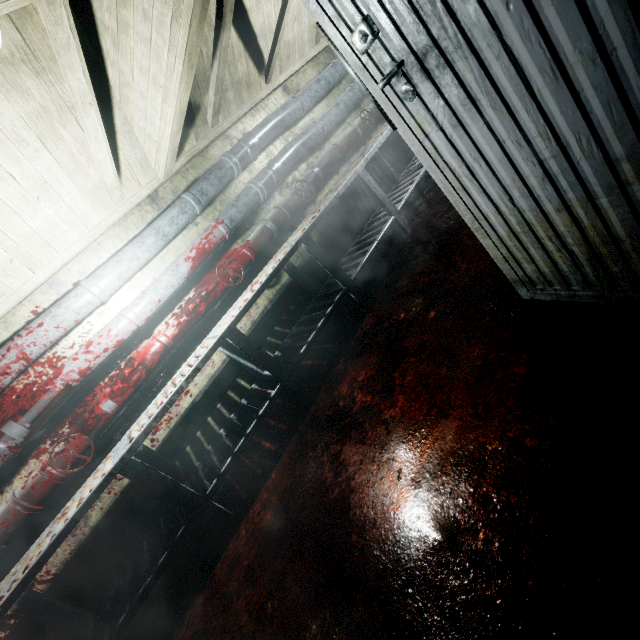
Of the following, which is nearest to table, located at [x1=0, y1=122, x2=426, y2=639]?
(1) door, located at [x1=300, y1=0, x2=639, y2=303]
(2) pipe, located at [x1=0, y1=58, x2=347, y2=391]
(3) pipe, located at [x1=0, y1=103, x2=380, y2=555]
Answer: (3) pipe, located at [x1=0, y1=103, x2=380, y2=555]

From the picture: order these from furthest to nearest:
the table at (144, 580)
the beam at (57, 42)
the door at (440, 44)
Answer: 1. the table at (144, 580)
2. the beam at (57, 42)
3. the door at (440, 44)

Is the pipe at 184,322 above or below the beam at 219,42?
below

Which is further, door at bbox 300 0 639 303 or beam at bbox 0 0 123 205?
beam at bbox 0 0 123 205

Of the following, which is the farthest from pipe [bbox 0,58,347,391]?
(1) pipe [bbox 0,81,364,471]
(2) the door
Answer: (2) the door

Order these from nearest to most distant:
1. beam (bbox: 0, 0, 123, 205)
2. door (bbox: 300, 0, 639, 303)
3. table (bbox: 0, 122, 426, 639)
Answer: door (bbox: 300, 0, 639, 303) → beam (bbox: 0, 0, 123, 205) → table (bbox: 0, 122, 426, 639)

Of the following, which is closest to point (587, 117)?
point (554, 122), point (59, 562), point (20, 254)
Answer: point (554, 122)

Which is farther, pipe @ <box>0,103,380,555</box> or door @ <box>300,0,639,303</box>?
pipe @ <box>0,103,380,555</box>
